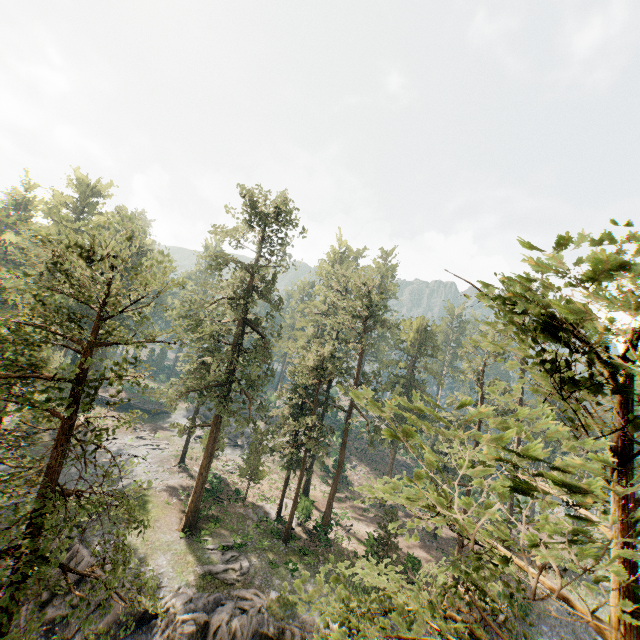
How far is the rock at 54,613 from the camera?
19.83m

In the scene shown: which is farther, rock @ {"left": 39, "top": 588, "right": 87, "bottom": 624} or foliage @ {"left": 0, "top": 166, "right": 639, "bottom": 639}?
rock @ {"left": 39, "top": 588, "right": 87, "bottom": 624}

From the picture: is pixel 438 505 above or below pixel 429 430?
below

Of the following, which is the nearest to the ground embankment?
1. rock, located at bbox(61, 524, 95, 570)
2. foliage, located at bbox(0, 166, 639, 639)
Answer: rock, located at bbox(61, 524, 95, 570)

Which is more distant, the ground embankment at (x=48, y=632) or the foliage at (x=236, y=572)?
the foliage at (x=236, y=572)

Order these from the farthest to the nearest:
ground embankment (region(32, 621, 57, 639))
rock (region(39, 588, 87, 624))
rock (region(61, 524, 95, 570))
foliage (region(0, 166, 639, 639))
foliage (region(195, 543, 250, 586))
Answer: foliage (region(195, 543, 250, 586)), rock (region(61, 524, 95, 570)), rock (region(39, 588, 87, 624)), ground embankment (region(32, 621, 57, 639)), foliage (region(0, 166, 639, 639))

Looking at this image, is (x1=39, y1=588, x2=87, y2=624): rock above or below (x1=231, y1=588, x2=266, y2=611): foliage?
below
